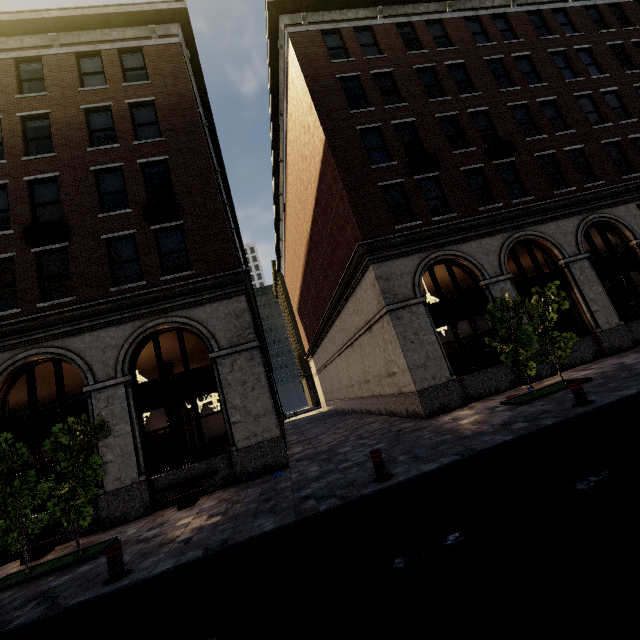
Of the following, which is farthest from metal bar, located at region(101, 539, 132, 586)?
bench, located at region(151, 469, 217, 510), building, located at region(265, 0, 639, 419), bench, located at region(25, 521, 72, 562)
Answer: building, located at region(265, 0, 639, 419)

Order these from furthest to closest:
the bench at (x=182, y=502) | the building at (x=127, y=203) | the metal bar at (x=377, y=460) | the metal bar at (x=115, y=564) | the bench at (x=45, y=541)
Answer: the building at (x=127, y=203), the bench at (x=182, y=502), the bench at (x=45, y=541), the metal bar at (x=377, y=460), the metal bar at (x=115, y=564)

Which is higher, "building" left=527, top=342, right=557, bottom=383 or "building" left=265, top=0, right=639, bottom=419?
"building" left=265, top=0, right=639, bottom=419

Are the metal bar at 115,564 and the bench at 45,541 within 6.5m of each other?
yes

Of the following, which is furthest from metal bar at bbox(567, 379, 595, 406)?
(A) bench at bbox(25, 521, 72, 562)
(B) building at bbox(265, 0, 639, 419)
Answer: (A) bench at bbox(25, 521, 72, 562)

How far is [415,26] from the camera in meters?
16.5 m

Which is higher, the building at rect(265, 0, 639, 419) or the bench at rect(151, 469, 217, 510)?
the building at rect(265, 0, 639, 419)

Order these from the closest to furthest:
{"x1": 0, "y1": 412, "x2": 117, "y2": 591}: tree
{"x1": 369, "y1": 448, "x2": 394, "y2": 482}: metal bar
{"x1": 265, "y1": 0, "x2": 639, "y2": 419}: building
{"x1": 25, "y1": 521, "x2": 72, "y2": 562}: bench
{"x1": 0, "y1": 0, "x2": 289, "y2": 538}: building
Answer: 1. {"x1": 369, "y1": 448, "x2": 394, "y2": 482}: metal bar
2. {"x1": 0, "y1": 412, "x2": 117, "y2": 591}: tree
3. {"x1": 25, "y1": 521, "x2": 72, "y2": 562}: bench
4. {"x1": 0, "y1": 0, "x2": 289, "y2": 538}: building
5. {"x1": 265, "y1": 0, "x2": 639, "y2": 419}: building
